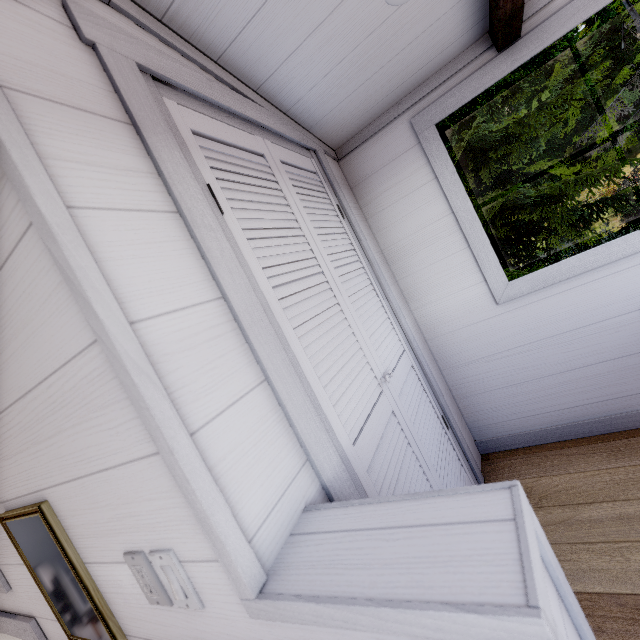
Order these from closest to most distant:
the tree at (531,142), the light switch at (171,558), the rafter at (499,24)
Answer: the light switch at (171,558), the rafter at (499,24), the tree at (531,142)

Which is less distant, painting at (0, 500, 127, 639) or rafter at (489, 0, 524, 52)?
painting at (0, 500, 127, 639)

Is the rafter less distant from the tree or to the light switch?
the light switch

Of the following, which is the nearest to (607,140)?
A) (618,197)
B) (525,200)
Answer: (618,197)

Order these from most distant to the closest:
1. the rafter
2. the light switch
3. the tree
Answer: the tree < the rafter < the light switch

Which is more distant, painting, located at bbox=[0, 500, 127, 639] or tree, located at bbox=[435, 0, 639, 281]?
tree, located at bbox=[435, 0, 639, 281]

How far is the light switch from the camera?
0.6m

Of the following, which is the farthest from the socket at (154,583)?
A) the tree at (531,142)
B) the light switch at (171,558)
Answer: the tree at (531,142)
